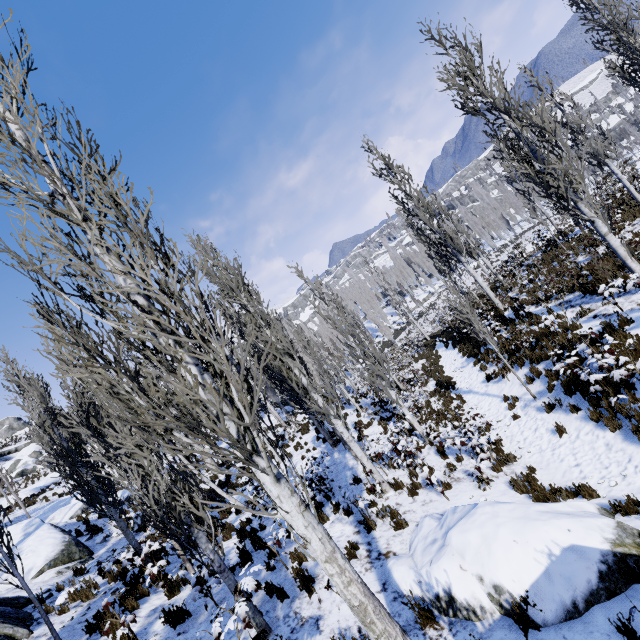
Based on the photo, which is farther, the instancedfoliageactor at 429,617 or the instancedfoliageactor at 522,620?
the instancedfoliageactor at 429,617

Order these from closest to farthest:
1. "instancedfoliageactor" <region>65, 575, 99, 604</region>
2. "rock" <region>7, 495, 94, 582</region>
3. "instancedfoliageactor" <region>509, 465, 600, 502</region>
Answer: "instancedfoliageactor" <region>509, 465, 600, 502</region> < "instancedfoliageactor" <region>65, 575, 99, 604</region> < "rock" <region>7, 495, 94, 582</region>

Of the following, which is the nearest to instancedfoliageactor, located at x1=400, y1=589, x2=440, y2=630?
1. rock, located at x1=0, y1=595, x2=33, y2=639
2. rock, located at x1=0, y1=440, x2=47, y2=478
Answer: rock, located at x1=0, y1=595, x2=33, y2=639

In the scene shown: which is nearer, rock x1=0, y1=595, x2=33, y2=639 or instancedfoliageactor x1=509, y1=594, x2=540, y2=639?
instancedfoliageactor x1=509, y1=594, x2=540, y2=639

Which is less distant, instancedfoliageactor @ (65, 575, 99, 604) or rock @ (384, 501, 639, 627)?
rock @ (384, 501, 639, 627)

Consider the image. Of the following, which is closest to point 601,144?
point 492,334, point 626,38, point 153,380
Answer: point 626,38

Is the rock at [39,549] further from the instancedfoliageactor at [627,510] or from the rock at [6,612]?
the rock at [6,612]

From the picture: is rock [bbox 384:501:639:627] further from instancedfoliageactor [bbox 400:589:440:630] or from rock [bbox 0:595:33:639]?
rock [bbox 0:595:33:639]
